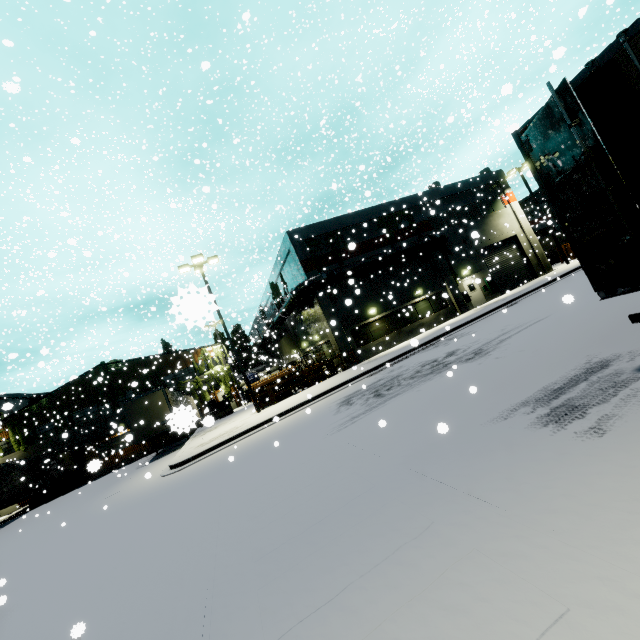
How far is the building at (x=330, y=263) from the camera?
24.1 meters

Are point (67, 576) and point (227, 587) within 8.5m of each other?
yes

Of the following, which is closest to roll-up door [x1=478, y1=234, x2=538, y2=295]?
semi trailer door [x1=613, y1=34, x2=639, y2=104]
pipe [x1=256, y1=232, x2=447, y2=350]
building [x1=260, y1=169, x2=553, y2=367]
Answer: building [x1=260, y1=169, x2=553, y2=367]

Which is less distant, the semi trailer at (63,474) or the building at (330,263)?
the semi trailer at (63,474)

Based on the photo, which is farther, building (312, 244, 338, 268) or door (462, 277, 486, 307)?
door (462, 277, 486, 307)

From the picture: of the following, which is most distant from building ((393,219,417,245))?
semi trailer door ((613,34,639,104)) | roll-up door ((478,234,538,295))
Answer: semi trailer door ((613,34,639,104))

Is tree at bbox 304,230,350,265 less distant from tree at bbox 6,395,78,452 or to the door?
the door

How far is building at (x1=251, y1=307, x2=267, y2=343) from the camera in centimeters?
3726cm
